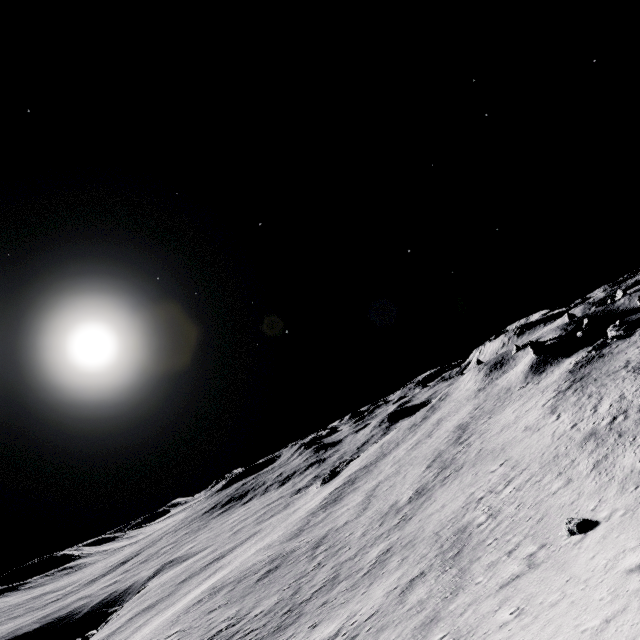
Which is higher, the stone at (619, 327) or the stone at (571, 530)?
the stone at (619, 327)

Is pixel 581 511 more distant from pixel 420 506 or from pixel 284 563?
pixel 284 563

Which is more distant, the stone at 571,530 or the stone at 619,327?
the stone at 619,327

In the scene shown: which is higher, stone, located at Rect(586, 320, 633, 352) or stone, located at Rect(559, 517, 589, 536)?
stone, located at Rect(586, 320, 633, 352)

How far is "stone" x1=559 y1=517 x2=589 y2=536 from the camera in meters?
16.2 m

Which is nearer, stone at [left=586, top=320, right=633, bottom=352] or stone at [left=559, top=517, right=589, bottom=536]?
stone at [left=559, top=517, right=589, bottom=536]

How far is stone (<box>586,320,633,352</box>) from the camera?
49.1 meters
